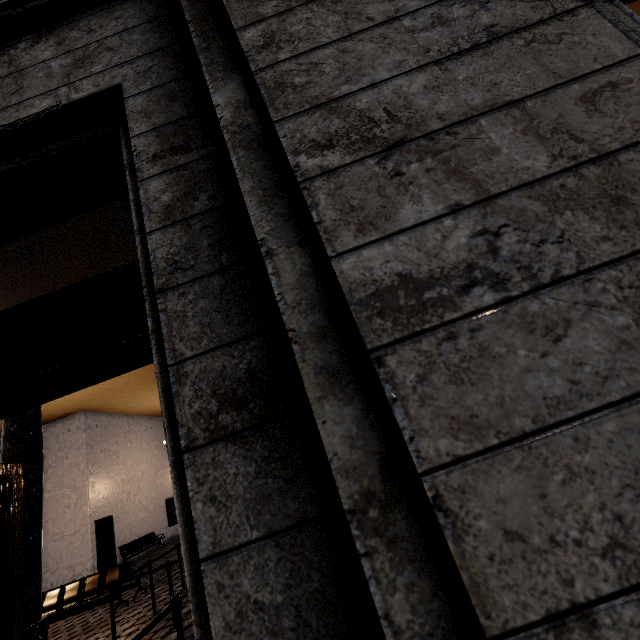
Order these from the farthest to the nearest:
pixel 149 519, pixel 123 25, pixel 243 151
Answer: pixel 149 519, pixel 123 25, pixel 243 151
